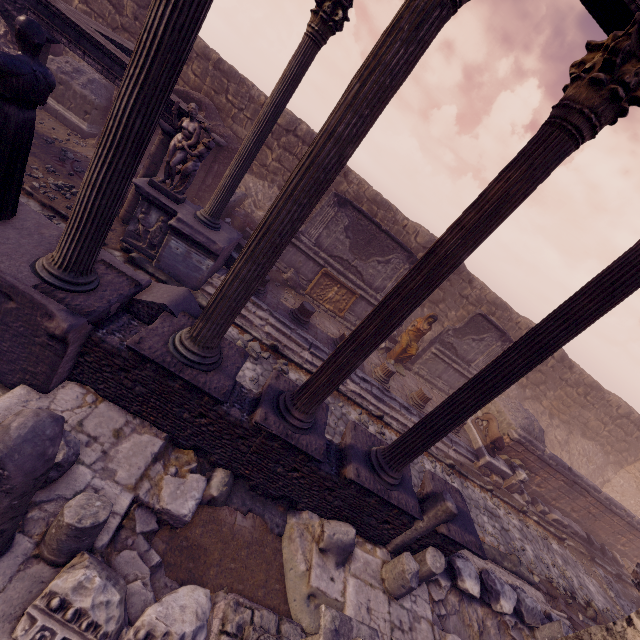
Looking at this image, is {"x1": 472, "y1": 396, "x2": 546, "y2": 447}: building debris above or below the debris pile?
above

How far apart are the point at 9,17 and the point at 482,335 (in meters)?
20.15

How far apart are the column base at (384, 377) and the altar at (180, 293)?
6.7 meters

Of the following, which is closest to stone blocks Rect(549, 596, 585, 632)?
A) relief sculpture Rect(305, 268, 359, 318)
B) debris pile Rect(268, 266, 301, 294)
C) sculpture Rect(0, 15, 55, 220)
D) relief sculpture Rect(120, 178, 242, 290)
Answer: relief sculpture Rect(120, 178, 242, 290)

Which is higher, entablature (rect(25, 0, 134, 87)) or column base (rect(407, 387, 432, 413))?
entablature (rect(25, 0, 134, 87))

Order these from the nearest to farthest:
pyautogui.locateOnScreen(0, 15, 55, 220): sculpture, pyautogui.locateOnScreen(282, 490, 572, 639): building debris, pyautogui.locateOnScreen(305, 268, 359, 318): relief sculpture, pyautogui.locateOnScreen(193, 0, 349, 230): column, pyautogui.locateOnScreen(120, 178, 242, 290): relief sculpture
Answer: pyautogui.locateOnScreen(0, 15, 55, 220): sculpture → pyautogui.locateOnScreen(282, 490, 572, 639): building debris → pyautogui.locateOnScreen(193, 0, 349, 230): column → pyautogui.locateOnScreen(120, 178, 242, 290): relief sculpture → pyautogui.locateOnScreen(305, 268, 359, 318): relief sculpture

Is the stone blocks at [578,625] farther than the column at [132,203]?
No

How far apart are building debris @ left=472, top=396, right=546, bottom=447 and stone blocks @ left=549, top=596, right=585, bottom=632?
4.6m
